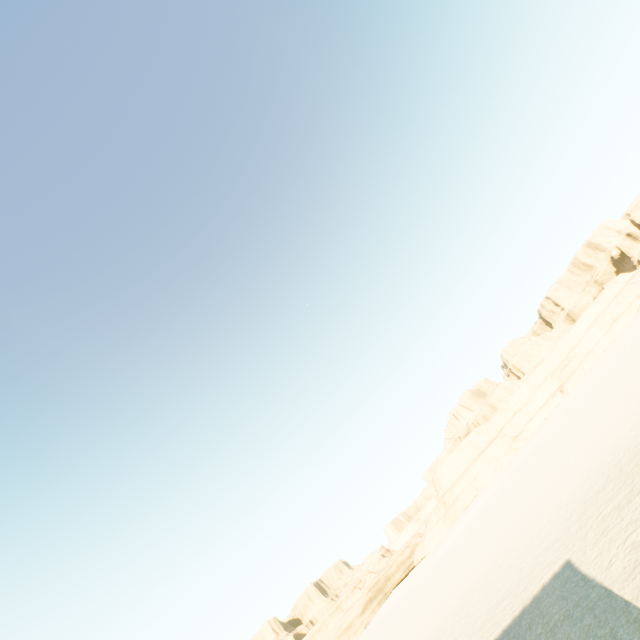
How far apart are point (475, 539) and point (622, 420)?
24.05m
